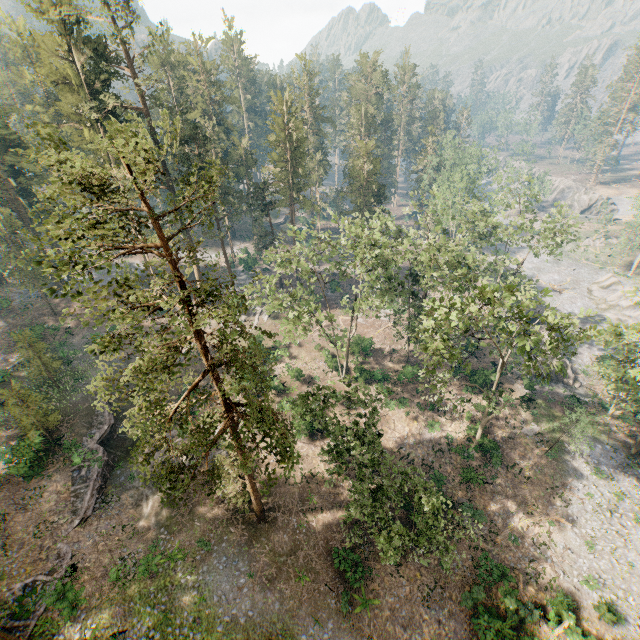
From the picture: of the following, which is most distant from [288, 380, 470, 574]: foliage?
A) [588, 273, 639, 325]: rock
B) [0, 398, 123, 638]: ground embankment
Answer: [588, 273, 639, 325]: rock

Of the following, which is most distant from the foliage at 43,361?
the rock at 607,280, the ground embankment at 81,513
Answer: the rock at 607,280

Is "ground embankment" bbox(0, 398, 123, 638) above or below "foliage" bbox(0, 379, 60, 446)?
below

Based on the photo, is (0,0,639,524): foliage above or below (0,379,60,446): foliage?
above

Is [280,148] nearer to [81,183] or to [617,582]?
[81,183]

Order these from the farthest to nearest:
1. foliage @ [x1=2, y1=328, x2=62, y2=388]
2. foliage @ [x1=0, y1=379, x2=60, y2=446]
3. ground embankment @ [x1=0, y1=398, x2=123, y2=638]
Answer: foliage @ [x1=2, y1=328, x2=62, y2=388]
foliage @ [x1=0, y1=379, x2=60, y2=446]
ground embankment @ [x1=0, y1=398, x2=123, y2=638]

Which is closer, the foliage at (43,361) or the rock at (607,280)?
the foliage at (43,361)

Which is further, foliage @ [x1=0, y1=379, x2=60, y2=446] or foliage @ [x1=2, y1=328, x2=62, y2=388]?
foliage @ [x1=2, y1=328, x2=62, y2=388]
